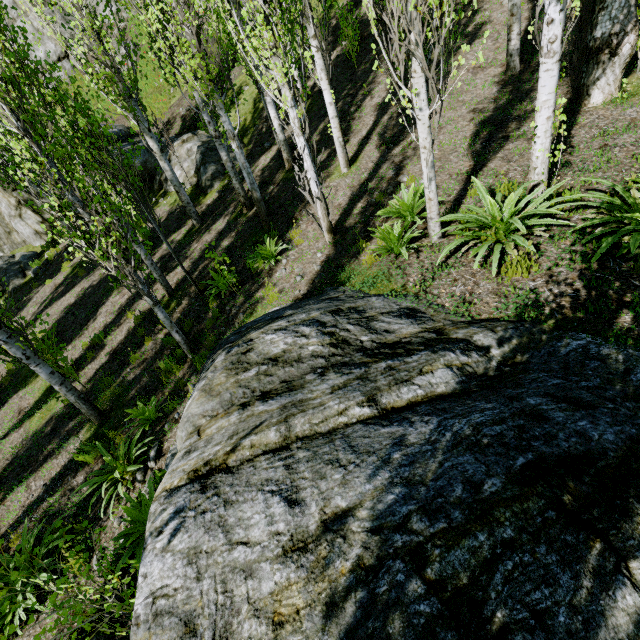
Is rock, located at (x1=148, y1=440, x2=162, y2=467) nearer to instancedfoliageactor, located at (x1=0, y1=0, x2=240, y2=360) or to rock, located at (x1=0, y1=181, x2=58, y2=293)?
instancedfoliageactor, located at (x1=0, y1=0, x2=240, y2=360)

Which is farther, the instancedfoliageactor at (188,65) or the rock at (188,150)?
the rock at (188,150)

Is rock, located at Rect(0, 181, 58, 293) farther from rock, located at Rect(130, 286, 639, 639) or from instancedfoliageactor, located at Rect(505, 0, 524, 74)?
rock, located at Rect(130, 286, 639, 639)

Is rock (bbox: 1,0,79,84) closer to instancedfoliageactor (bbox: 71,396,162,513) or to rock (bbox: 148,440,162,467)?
Answer: instancedfoliageactor (bbox: 71,396,162,513)

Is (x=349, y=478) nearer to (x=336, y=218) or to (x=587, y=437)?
(x=587, y=437)

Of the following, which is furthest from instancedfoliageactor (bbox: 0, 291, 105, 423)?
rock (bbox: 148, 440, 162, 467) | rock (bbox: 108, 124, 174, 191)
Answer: rock (bbox: 148, 440, 162, 467)

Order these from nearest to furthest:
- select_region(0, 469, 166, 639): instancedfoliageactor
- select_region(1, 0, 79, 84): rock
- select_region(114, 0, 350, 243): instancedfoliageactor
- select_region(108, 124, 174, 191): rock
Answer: select_region(0, 469, 166, 639): instancedfoliageactor, select_region(114, 0, 350, 243): instancedfoliageactor, select_region(108, 124, 174, 191): rock, select_region(1, 0, 79, 84): rock
